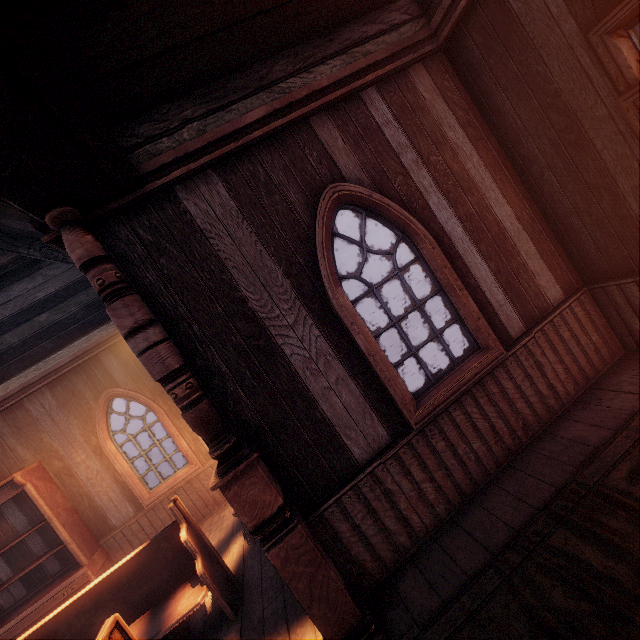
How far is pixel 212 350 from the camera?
2.63m

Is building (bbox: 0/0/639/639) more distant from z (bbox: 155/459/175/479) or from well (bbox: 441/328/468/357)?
well (bbox: 441/328/468/357)

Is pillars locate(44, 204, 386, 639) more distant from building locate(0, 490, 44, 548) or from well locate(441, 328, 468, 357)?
well locate(441, 328, 468, 357)

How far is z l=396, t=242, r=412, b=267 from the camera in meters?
29.7 m

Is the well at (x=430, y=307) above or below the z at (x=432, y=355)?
above

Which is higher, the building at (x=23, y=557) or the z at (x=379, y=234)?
the z at (x=379, y=234)

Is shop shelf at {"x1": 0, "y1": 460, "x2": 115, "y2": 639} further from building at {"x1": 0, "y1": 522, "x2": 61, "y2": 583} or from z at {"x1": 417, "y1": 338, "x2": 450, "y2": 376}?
z at {"x1": 417, "y1": 338, "x2": 450, "y2": 376}

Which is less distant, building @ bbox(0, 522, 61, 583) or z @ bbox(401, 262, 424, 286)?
building @ bbox(0, 522, 61, 583)
